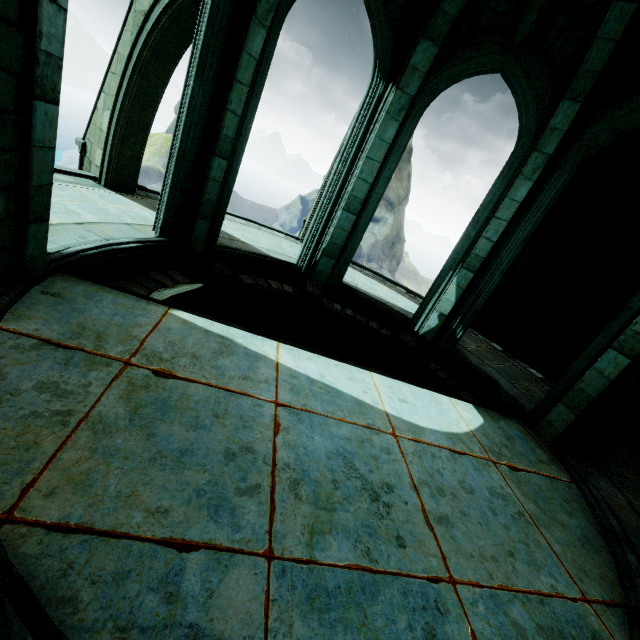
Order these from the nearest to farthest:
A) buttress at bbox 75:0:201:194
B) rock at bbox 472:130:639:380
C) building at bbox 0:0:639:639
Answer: building at bbox 0:0:639:639 < buttress at bbox 75:0:201:194 < rock at bbox 472:130:639:380

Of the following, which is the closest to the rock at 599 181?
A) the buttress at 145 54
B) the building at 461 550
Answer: the building at 461 550

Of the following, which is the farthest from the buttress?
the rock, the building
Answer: the rock

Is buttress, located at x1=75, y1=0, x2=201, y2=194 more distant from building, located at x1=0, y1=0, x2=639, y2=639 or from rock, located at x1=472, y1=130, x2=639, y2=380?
rock, located at x1=472, y1=130, x2=639, y2=380

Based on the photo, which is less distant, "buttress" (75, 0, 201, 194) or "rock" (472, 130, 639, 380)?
"buttress" (75, 0, 201, 194)

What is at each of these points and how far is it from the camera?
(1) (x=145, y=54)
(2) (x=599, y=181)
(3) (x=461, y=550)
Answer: (1) buttress, 6.38m
(2) rock, 8.02m
(3) building, 3.00m

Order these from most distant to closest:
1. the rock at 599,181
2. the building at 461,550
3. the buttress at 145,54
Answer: the rock at 599,181, the buttress at 145,54, the building at 461,550
